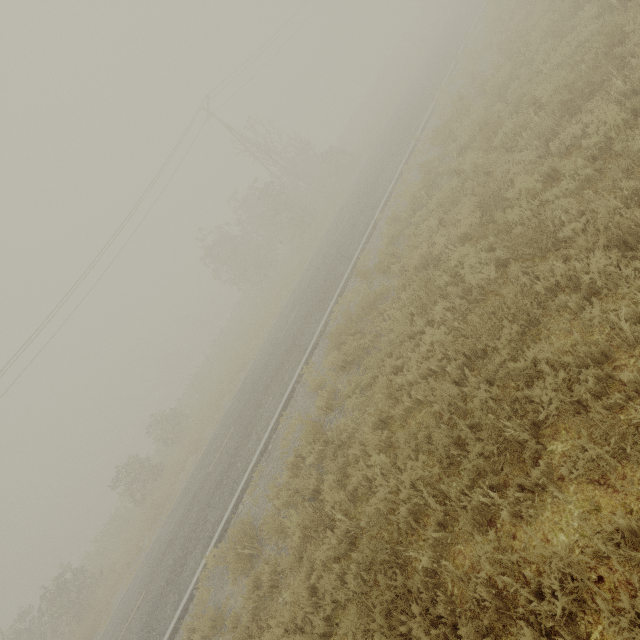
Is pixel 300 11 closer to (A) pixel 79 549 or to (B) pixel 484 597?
(B) pixel 484 597
